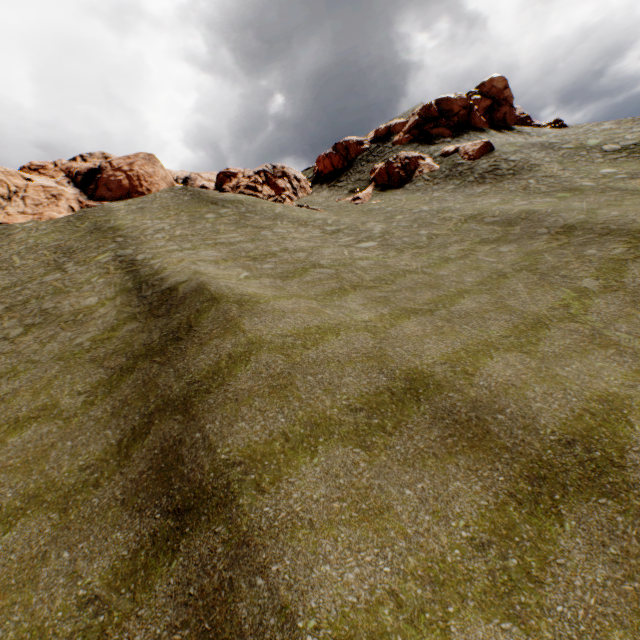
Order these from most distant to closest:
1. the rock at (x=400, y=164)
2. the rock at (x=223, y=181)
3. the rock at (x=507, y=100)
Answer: the rock at (x=507, y=100) → the rock at (x=400, y=164) → the rock at (x=223, y=181)

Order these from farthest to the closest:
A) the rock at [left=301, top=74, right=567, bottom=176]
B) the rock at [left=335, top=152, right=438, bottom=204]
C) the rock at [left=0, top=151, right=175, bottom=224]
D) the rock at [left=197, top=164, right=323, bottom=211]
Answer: the rock at [left=301, top=74, right=567, bottom=176]
the rock at [left=335, top=152, right=438, bottom=204]
the rock at [left=197, top=164, right=323, bottom=211]
the rock at [left=0, top=151, right=175, bottom=224]

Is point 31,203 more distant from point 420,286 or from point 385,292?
point 420,286

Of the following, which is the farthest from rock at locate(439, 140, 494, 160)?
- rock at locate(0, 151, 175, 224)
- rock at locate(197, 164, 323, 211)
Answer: rock at locate(0, 151, 175, 224)

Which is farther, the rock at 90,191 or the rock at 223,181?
the rock at 223,181

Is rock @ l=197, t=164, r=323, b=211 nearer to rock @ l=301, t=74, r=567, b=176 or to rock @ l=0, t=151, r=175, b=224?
rock @ l=301, t=74, r=567, b=176
